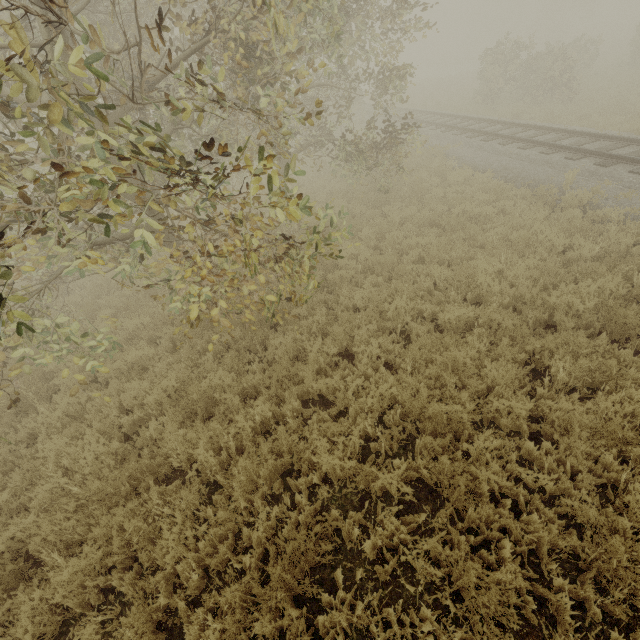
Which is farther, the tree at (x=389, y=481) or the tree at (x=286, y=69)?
the tree at (x=389, y=481)

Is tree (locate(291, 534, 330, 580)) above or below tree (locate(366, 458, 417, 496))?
above

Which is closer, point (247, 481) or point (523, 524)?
point (523, 524)

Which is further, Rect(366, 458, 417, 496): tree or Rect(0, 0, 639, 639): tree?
Rect(366, 458, 417, 496): tree
